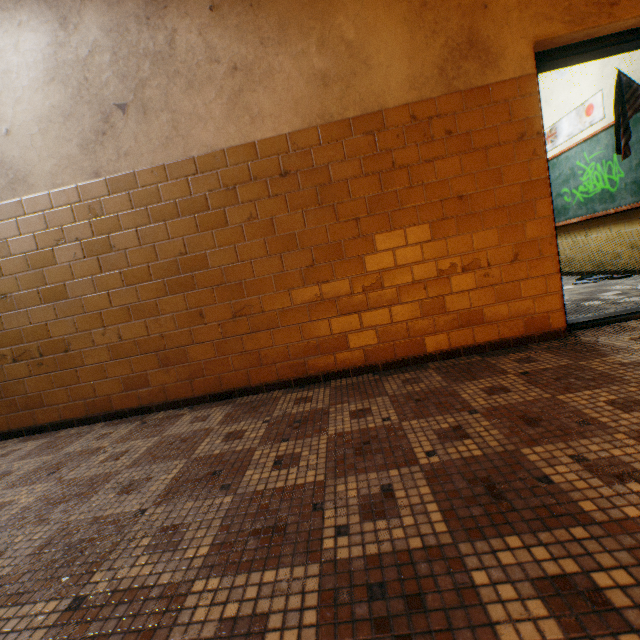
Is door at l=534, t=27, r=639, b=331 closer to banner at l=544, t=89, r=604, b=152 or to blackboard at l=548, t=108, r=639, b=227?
blackboard at l=548, t=108, r=639, b=227

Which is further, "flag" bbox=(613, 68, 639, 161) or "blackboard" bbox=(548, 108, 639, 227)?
"blackboard" bbox=(548, 108, 639, 227)

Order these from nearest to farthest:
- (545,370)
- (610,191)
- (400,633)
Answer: (400,633) < (545,370) < (610,191)

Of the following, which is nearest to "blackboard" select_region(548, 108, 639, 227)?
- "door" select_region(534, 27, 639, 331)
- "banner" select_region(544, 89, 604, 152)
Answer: "banner" select_region(544, 89, 604, 152)

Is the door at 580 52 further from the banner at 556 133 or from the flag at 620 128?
the banner at 556 133

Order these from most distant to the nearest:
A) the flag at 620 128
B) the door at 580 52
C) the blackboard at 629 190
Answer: the blackboard at 629 190
the flag at 620 128
the door at 580 52

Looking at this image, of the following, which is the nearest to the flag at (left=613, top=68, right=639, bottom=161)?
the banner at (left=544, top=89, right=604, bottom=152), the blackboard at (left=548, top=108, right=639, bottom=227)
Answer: the blackboard at (left=548, top=108, right=639, bottom=227)

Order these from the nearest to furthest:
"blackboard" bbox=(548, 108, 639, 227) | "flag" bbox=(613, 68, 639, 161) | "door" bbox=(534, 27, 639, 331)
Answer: "door" bbox=(534, 27, 639, 331) → "flag" bbox=(613, 68, 639, 161) → "blackboard" bbox=(548, 108, 639, 227)
